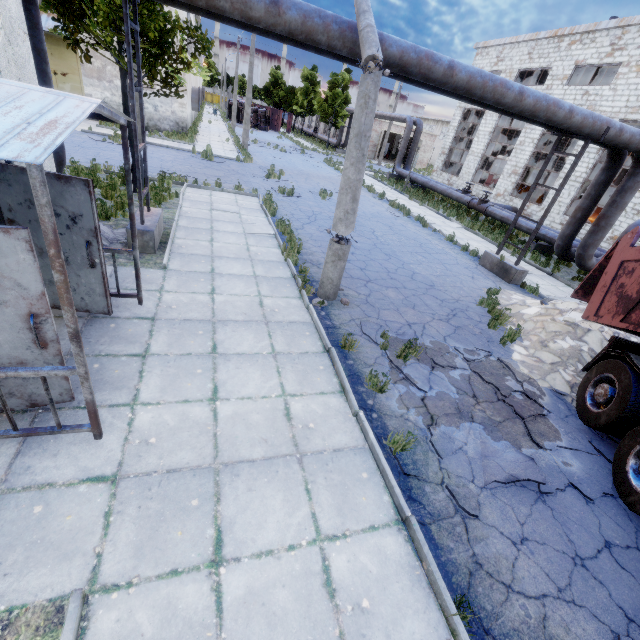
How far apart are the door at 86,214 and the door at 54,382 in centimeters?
170cm

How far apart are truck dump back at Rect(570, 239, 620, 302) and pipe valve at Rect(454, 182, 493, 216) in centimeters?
1463cm

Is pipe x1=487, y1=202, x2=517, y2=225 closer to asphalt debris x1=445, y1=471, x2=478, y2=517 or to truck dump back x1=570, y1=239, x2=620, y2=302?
truck dump back x1=570, y1=239, x2=620, y2=302

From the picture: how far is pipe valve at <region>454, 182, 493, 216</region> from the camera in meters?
19.9 m

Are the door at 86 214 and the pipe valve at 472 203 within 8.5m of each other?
no

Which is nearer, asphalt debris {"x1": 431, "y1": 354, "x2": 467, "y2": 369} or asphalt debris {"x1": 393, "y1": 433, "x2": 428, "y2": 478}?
asphalt debris {"x1": 393, "y1": 433, "x2": 428, "y2": 478}

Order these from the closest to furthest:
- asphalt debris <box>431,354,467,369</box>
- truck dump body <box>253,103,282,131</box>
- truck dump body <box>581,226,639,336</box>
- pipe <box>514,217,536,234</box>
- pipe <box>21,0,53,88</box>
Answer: truck dump body <box>581,226,639,336</box> < pipe <box>21,0,53,88</box> < asphalt debris <box>431,354,467,369</box> < pipe <box>514,217,536,234</box> < truck dump body <box>253,103,282,131</box>

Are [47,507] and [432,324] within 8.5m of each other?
yes
